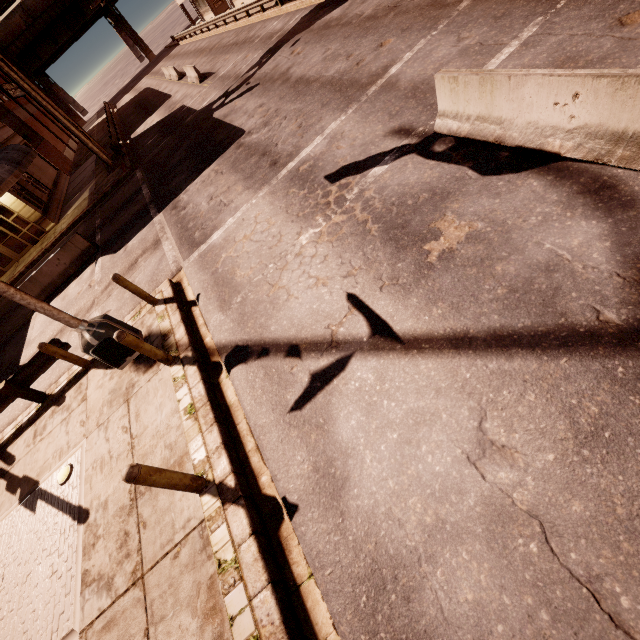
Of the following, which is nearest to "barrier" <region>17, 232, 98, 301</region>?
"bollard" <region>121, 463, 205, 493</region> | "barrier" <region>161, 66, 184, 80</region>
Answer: "bollard" <region>121, 463, 205, 493</region>

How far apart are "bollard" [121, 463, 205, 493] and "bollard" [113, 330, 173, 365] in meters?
2.8

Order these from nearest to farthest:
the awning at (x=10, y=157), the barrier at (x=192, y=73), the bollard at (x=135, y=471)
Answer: the bollard at (x=135, y=471) → the awning at (x=10, y=157) → the barrier at (x=192, y=73)

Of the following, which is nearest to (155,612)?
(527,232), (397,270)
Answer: (397,270)

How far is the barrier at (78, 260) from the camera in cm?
1373

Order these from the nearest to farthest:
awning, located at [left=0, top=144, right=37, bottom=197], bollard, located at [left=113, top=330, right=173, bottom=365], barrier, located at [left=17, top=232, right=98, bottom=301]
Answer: bollard, located at [left=113, top=330, right=173, bottom=365] < barrier, located at [left=17, top=232, right=98, bottom=301] < awning, located at [left=0, top=144, right=37, bottom=197]

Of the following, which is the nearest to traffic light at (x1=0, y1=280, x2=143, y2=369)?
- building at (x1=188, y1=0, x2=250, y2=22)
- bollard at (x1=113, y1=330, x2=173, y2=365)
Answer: bollard at (x1=113, y1=330, x2=173, y2=365)

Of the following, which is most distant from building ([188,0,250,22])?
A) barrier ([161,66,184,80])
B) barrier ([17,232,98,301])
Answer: barrier ([17,232,98,301])
